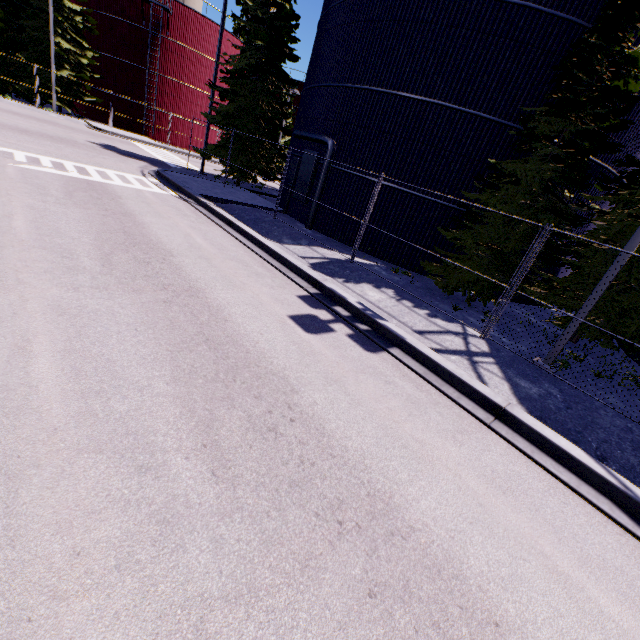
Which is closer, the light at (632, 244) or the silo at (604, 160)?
the light at (632, 244)

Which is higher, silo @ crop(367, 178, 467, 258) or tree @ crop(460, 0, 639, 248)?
tree @ crop(460, 0, 639, 248)

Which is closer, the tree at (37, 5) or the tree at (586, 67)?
the tree at (586, 67)

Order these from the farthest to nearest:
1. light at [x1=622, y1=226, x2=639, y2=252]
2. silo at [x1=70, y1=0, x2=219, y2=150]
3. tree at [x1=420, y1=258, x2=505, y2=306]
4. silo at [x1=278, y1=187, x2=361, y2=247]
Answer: silo at [x1=70, y1=0, x2=219, y2=150], silo at [x1=278, y1=187, x2=361, y2=247], tree at [x1=420, y1=258, x2=505, y2=306], light at [x1=622, y1=226, x2=639, y2=252]

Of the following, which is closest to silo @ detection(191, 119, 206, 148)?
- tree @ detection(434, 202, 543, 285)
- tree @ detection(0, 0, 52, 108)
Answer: tree @ detection(434, 202, 543, 285)

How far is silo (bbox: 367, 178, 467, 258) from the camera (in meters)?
12.82

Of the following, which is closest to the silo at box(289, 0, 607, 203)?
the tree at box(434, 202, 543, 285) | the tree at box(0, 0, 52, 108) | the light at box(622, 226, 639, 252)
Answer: the tree at box(434, 202, 543, 285)

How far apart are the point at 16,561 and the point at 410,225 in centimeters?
1381cm
